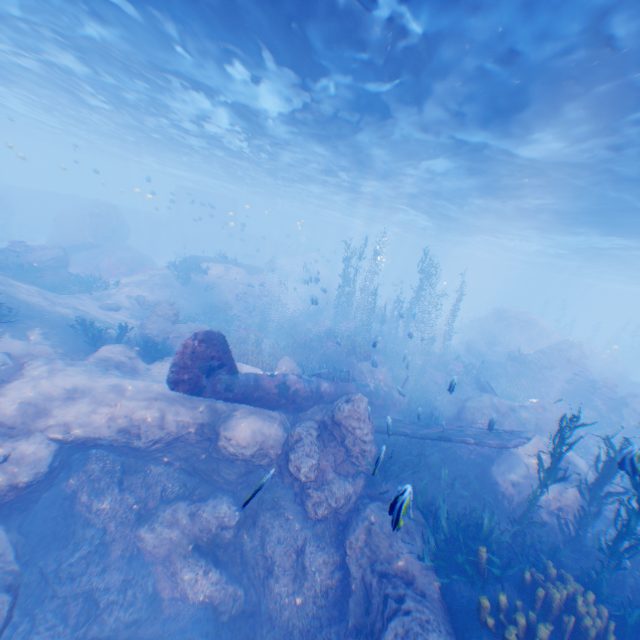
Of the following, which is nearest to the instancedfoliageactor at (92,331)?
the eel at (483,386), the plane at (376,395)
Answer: the plane at (376,395)

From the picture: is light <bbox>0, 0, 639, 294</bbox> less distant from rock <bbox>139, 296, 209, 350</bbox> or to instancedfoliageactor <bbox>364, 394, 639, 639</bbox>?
rock <bbox>139, 296, 209, 350</bbox>

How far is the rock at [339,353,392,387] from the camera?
17.08m

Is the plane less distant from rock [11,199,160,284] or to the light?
rock [11,199,160,284]

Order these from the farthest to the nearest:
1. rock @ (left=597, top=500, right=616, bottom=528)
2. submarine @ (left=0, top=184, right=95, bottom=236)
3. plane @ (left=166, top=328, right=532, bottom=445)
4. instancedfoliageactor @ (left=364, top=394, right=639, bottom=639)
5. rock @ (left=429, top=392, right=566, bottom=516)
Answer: submarine @ (left=0, top=184, right=95, bottom=236) → rock @ (left=597, top=500, right=616, bottom=528) → rock @ (left=429, top=392, right=566, bottom=516) → plane @ (left=166, top=328, right=532, bottom=445) → instancedfoliageactor @ (left=364, top=394, right=639, bottom=639)

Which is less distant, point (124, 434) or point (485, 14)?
point (485, 14)

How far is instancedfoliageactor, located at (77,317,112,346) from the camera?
12.9 meters

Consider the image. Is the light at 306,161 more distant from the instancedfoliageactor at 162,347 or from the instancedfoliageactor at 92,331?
the instancedfoliageactor at 162,347
